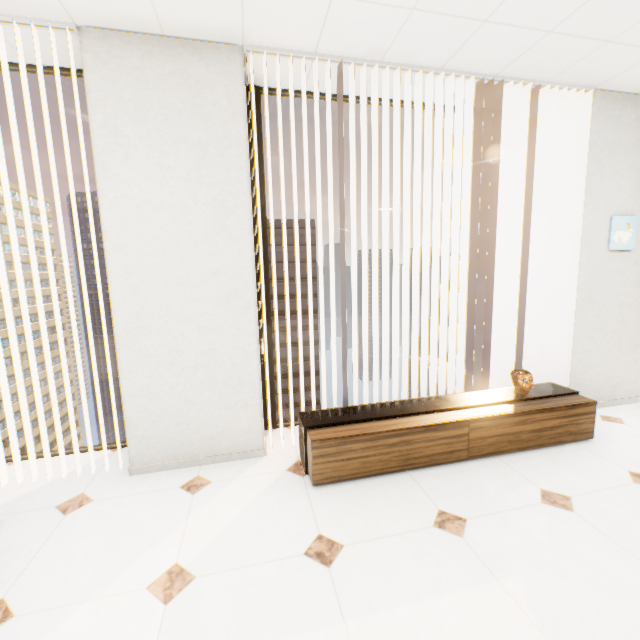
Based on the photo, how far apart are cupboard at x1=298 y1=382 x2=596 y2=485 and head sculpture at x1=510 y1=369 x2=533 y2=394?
0.03m

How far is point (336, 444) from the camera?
2.2m

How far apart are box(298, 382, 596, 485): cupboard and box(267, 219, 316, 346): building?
56.8 meters

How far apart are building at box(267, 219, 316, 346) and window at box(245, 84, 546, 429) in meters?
56.2 m

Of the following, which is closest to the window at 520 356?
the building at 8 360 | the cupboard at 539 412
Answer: the cupboard at 539 412

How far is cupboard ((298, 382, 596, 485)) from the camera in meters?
2.2 m

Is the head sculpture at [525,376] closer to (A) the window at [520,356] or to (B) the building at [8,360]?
(A) the window at [520,356]

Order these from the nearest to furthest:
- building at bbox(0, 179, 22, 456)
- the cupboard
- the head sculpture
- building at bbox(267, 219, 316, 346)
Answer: the cupboard → the head sculpture → building at bbox(0, 179, 22, 456) → building at bbox(267, 219, 316, 346)
